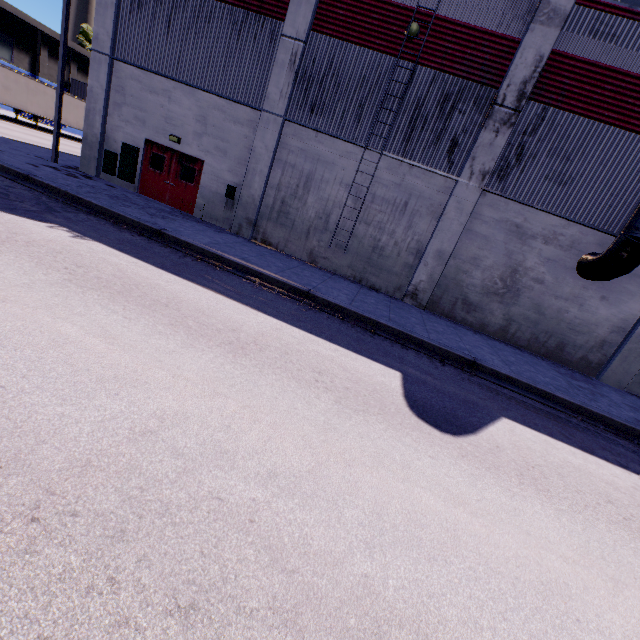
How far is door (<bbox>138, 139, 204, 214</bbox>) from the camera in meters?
14.1 m

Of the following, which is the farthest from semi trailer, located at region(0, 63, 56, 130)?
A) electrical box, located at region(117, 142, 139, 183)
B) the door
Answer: the door

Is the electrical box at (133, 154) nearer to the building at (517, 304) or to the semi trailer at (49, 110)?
the building at (517, 304)

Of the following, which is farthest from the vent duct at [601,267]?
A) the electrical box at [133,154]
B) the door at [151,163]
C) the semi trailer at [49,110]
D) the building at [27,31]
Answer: the door at [151,163]

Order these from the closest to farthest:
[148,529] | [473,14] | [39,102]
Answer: [148,529] → [473,14] → [39,102]

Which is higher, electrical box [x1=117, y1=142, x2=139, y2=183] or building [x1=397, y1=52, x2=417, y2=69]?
building [x1=397, y1=52, x2=417, y2=69]

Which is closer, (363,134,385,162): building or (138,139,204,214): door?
(363,134,385,162): building
